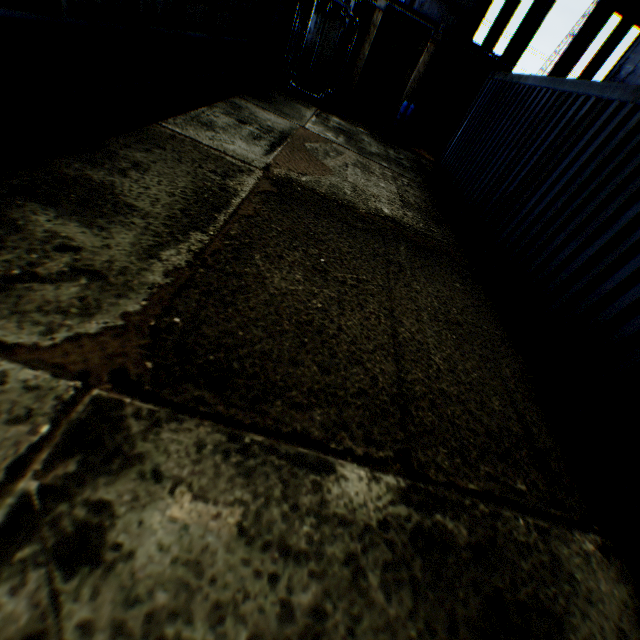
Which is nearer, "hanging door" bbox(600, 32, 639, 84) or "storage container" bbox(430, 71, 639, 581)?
"storage container" bbox(430, 71, 639, 581)

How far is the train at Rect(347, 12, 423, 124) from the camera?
13.0m

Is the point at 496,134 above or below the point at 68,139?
above

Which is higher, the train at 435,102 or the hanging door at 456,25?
the hanging door at 456,25

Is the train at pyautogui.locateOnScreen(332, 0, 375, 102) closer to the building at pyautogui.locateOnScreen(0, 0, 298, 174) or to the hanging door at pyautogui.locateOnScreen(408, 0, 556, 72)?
the building at pyautogui.locateOnScreen(0, 0, 298, 174)

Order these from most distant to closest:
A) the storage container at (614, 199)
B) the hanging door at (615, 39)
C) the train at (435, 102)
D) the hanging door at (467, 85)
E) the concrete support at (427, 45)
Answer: the hanging door at (467, 85) < the hanging door at (615, 39) < the train at (435, 102) < the concrete support at (427, 45) < the storage container at (614, 199)

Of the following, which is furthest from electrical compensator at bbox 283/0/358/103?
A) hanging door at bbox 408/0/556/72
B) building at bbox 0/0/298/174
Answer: hanging door at bbox 408/0/556/72

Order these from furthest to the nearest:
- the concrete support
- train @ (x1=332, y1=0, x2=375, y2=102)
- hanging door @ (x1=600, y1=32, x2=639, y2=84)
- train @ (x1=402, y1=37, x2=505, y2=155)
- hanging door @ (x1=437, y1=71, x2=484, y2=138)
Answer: hanging door @ (x1=437, y1=71, x2=484, y2=138) < hanging door @ (x1=600, y1=32, x2=639, y2=84) < train @ (x1=402, y1=37, x2=505, y2=155) < train @ (x1=332, y1=0, x2=375, y2=102) < the concrete support
